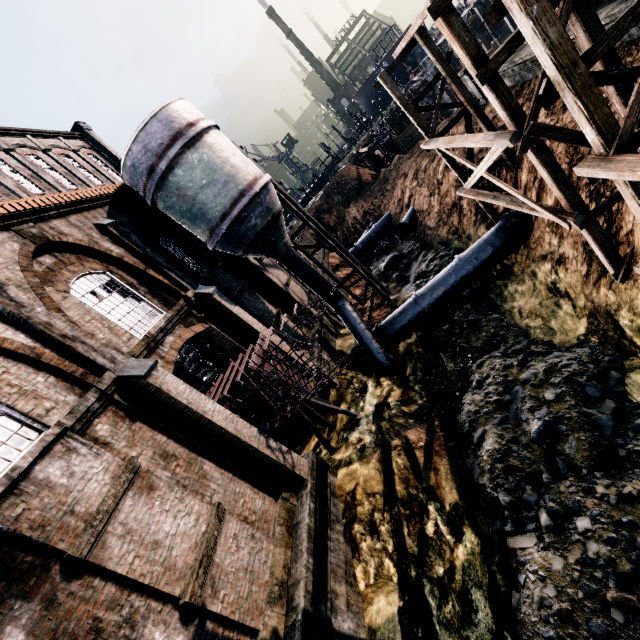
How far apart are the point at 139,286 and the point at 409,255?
21.81m

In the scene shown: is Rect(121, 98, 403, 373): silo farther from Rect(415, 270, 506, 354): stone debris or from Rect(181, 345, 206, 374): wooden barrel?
Rect(181, 345, 206, 374): wooden barrel

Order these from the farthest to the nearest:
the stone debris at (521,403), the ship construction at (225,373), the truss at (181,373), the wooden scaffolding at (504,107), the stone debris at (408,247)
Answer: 1. the stone debris at (408,247)
2. the truss at (181,373)
3. the ship construction at (225,373)
4. the stone debris at (521,403)
5. the wooden scaffolding at (504,107)

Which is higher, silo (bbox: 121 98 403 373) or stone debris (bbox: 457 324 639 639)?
silo (bbox: 121 98 403 373)

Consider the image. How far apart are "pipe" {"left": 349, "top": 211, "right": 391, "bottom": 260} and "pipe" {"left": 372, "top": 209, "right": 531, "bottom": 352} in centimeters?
1657cm

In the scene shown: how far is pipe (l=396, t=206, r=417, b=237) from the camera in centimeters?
2783cm

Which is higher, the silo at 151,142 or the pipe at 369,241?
the silo at 151,142

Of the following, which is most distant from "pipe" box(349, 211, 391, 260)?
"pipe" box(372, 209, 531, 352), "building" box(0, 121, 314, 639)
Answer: "pipe" box(372, 209, 531, 352)
